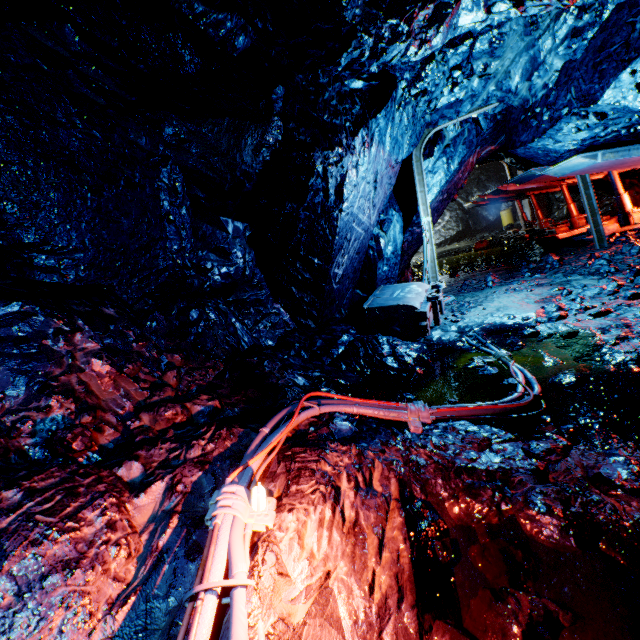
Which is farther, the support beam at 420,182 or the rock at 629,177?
the rock at 629,177

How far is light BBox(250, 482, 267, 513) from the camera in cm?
187

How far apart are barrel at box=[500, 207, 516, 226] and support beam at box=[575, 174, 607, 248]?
14.71m

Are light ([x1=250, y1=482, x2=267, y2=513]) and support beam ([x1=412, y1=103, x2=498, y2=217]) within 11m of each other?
yes

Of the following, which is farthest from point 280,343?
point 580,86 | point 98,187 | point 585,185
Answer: point 585,185

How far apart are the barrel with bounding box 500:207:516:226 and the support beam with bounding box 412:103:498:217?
16.48m

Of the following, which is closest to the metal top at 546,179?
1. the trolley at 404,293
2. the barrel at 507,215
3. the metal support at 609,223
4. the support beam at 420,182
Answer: the metal support at 609,223

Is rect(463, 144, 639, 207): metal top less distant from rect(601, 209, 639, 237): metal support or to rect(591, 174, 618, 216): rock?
rect(591, 174, 618, 216): rock
